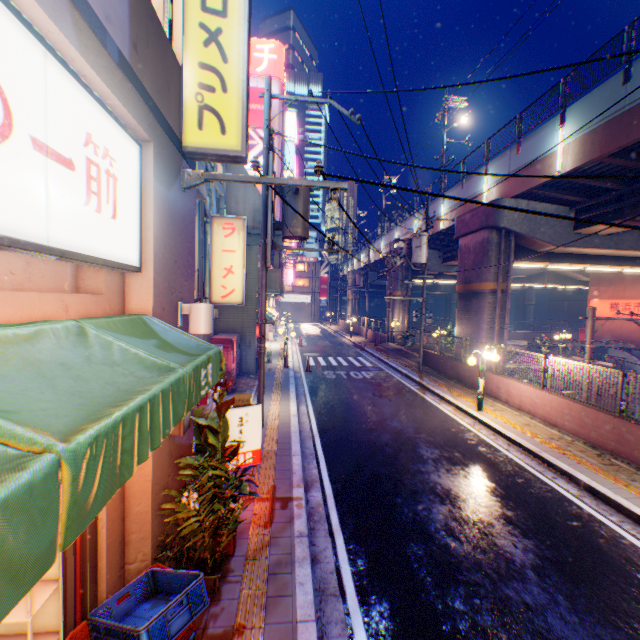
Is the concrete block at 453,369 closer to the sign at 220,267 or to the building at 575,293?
the sign at 220,267

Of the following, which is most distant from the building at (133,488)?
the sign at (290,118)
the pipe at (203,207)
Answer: the sign at (290,118)

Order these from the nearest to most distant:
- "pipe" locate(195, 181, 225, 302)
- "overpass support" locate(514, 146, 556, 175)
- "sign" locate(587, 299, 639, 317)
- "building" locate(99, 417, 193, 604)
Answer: "building" locate(99, 417, 193, 604)
"pipe" locate(195, 181, 225, 302)
"overpass support" locate(514, 146, 556, 175)
"sign" locate(587, 299, 639, 317)

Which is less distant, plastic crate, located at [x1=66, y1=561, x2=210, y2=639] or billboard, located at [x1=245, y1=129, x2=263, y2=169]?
plastic crate, located at [x1=66, y1=561, x2=210, y2=639]

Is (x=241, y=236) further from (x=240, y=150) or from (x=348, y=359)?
(x=348, y=359)

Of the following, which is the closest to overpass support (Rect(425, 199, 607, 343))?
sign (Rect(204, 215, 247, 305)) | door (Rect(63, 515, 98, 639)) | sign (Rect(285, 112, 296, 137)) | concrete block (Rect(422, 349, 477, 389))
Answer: concrete block (Rect(422, 349, 477, 389))

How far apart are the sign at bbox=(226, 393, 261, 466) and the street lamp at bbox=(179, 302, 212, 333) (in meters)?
2.02

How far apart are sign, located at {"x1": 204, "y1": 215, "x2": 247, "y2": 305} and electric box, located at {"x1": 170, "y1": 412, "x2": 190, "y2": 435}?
8.2m
